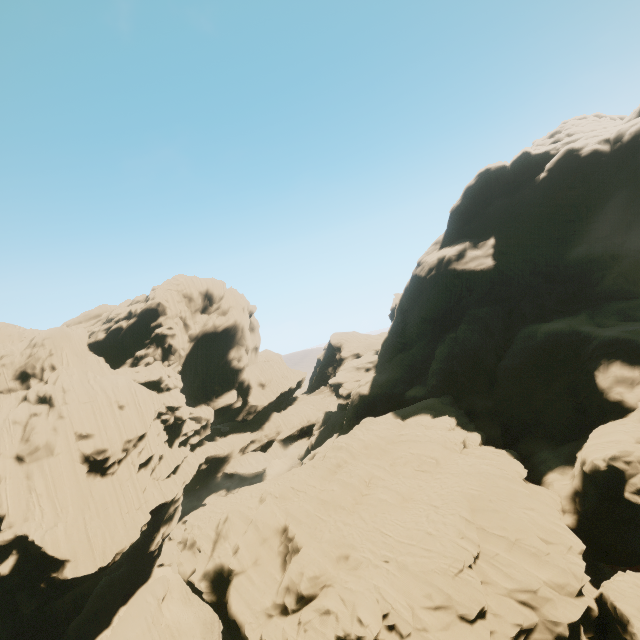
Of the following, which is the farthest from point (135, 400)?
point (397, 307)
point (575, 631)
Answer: point (575, 631)

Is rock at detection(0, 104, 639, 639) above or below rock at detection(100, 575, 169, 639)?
above

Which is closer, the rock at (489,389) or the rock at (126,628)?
the rock at (489,389)

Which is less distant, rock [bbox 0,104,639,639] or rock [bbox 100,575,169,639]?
rock [bbox 0,104,639,639]

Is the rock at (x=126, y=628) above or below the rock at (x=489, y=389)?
below
